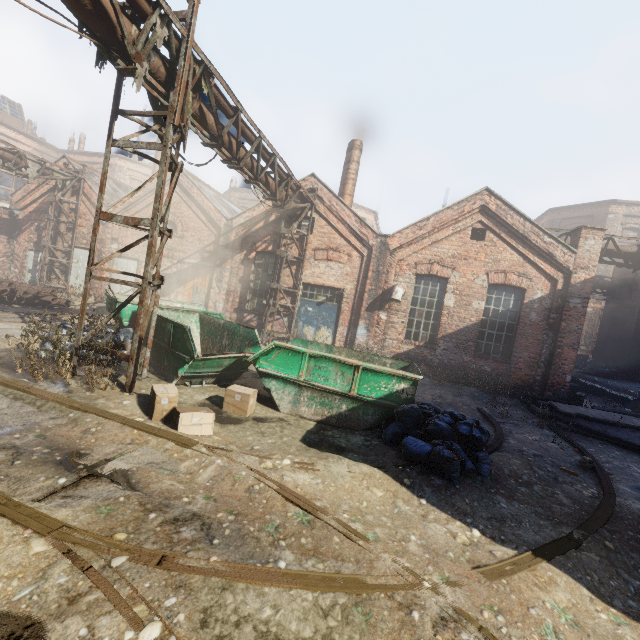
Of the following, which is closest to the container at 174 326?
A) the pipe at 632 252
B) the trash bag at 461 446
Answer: the trash bag at 461 446

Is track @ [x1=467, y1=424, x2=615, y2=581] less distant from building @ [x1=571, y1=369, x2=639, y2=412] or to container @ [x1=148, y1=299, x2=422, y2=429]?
container @ [x1=148, y1=299, x2=422, y2=429]

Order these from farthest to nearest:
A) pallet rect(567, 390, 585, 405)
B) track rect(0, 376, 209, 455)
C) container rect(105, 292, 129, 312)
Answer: pallet rect(567, 390, 585, 405) < container rect(105, 292, 129, 312) < track rect(0, 376, 209, 455)

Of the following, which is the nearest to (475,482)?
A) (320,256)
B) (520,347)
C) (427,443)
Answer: (427,443)

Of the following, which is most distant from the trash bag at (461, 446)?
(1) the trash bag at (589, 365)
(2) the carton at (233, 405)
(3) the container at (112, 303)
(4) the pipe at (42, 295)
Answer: (1) the trash bag at (589, 365)

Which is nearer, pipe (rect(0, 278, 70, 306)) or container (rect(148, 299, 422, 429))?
container (rect(148, 299, 422, 429))

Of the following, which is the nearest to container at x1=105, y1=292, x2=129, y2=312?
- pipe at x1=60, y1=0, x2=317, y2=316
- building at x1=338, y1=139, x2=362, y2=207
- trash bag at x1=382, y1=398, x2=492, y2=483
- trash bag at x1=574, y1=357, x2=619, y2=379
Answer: trash bag at x1=382, y1=398, x2=492, y2=483

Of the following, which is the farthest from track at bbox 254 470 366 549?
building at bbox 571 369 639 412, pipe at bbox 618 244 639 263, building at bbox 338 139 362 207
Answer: building at bbox 338 139 362 207
